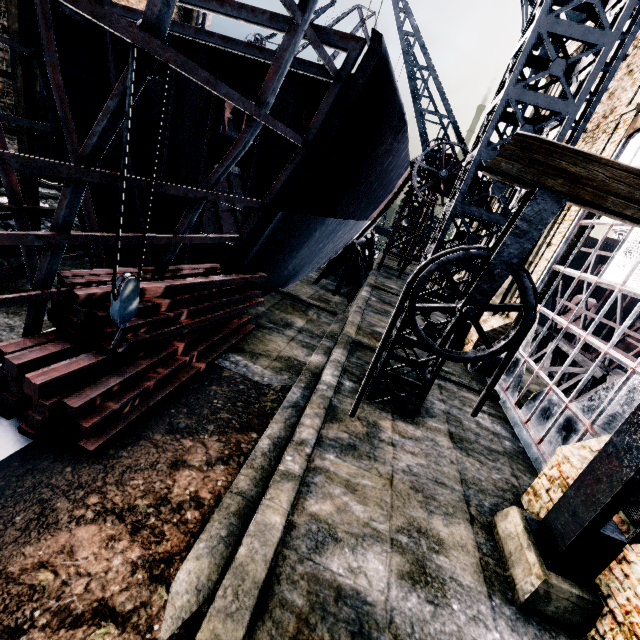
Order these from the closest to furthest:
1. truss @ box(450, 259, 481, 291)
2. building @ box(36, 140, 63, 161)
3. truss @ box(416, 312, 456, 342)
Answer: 1. truss @ box(450, 259, 481, 291)
2. truss @ box(416, 312, 456, 342)
3. building @ box(36, 140, 63, 161)

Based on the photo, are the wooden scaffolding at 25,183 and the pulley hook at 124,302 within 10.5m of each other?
yes

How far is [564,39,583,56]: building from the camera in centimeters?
1822cm

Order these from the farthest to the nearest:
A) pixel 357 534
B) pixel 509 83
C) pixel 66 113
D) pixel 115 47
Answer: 1. pixel 115 47
2. pixel 66 113
3. pixel 509 83
4. pixel 357 534

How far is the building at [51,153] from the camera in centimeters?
1873cm

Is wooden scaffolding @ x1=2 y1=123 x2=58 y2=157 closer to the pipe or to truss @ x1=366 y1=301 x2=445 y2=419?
truss @ x1=366 y1=301 x2=445 y2=419

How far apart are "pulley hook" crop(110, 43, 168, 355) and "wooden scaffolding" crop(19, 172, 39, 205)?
8.31m

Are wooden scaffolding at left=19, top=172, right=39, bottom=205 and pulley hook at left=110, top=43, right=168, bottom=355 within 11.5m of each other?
yes
